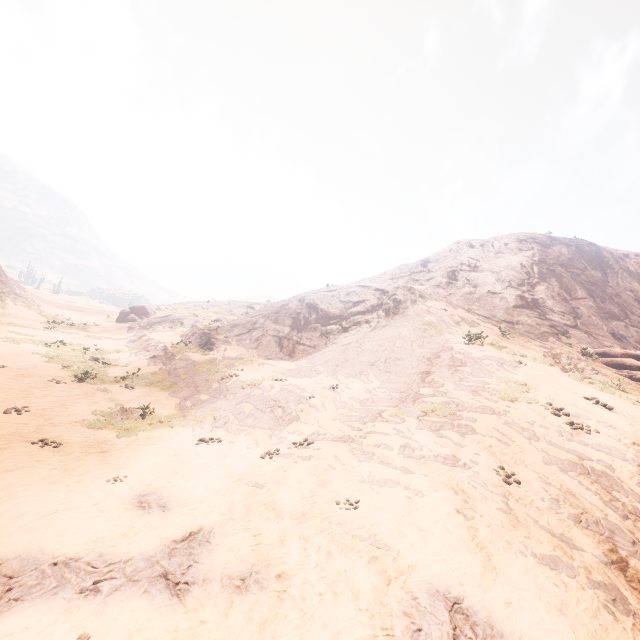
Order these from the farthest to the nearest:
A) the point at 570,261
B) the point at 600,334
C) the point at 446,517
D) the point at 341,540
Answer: the point at 570,261, the point at 600,334, the point at 446,517, the point at 341,540

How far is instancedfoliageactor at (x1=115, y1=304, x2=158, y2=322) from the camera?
38.78m

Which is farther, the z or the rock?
the rock

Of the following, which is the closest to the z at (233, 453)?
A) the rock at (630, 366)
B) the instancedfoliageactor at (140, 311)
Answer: the instancedfoliageactor at (140, 311)

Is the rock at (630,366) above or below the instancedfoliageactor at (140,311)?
above

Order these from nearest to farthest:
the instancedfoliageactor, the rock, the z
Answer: the z → the rock → the instancedfoliageactor

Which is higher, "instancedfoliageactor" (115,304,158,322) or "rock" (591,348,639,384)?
"rock" (591,348,639,384)

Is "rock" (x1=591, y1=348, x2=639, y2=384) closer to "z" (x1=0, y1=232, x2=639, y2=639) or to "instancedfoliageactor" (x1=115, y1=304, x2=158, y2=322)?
"z" (x1=0, y1=232, x2=639, y2=639)
